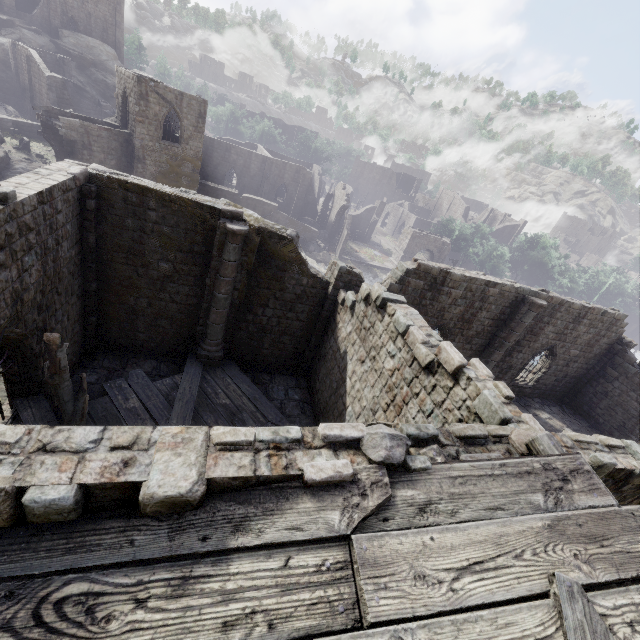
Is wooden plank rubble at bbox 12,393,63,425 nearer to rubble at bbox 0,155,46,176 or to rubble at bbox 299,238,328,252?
rubble at bbox 0,155,46,176

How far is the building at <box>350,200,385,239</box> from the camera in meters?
53.9 m

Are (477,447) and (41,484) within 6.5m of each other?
yes

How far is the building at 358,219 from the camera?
53.94m

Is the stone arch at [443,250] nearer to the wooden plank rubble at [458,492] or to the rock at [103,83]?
the wooden plank rubble at [458,492]

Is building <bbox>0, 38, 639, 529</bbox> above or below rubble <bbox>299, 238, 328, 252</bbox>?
above

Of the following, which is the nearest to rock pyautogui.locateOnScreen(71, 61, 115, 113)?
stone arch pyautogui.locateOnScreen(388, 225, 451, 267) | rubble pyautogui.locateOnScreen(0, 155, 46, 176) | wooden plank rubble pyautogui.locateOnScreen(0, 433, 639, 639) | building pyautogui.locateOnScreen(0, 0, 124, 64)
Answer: building pyautogui.locateOnScreen(0, 0, 124, 64)

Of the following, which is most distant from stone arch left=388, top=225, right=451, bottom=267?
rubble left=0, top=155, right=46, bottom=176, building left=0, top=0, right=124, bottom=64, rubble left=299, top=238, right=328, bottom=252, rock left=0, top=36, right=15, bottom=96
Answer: rock left=0, top=36, right=15, bottom=96
